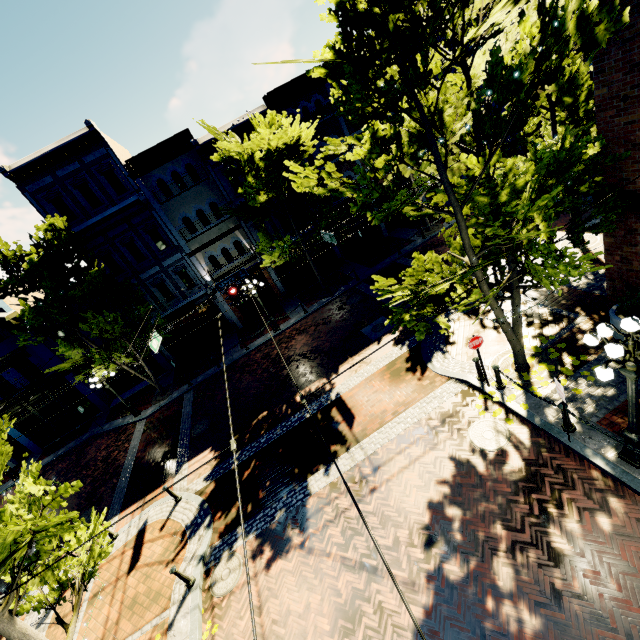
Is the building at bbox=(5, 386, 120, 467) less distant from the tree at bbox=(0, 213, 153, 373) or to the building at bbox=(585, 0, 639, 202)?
the tree at bbox=(0, 213, 153, 373)

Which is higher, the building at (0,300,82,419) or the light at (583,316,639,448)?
the building at (0,300,82,419)

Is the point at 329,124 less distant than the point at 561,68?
No

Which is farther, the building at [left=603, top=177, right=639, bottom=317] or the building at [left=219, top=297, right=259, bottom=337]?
the building at [left=219, top=297, right=259, bottom=337]

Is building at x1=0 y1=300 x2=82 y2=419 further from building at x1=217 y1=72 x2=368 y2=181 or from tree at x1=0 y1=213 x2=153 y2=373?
building at x1=217 y1=72 x2=368 y2=181

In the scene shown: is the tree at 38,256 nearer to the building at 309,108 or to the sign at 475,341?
the building at 309,108

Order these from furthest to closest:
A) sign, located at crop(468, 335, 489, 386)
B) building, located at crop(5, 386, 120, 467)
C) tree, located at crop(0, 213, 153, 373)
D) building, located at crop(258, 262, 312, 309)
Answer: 1. building, located at crop(258, 262, 312, 309)
2. building, located at crop(5, 386, 120, 467)
3. tree, located at crop(0, 213, 153, 373)
4. sign, located at crop(468, 335, 489, 386)

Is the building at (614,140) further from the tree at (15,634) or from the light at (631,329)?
the light at (631,329)
